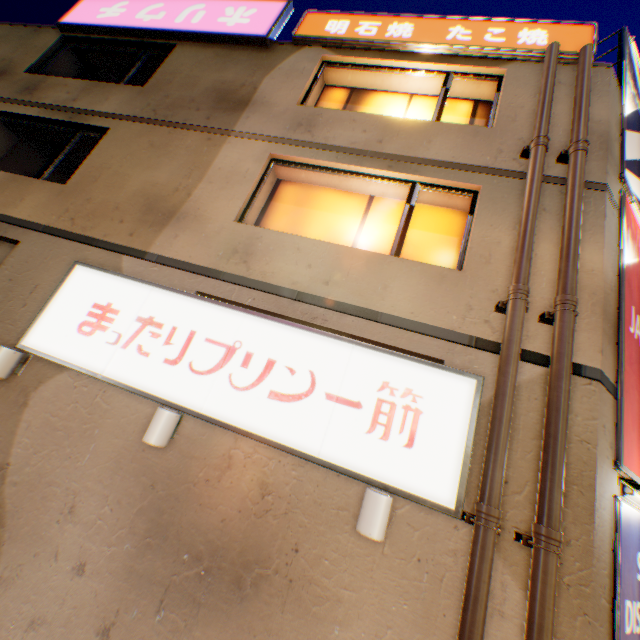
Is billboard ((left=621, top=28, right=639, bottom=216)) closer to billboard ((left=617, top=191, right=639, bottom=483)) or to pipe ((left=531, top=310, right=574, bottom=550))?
billboard ((left=617, top=191, right=639, bottom=483))

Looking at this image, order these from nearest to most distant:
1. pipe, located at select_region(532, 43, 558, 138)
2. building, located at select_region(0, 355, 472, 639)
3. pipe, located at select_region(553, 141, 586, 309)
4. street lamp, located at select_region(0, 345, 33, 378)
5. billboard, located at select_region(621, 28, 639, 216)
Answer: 1. building, located at select_region(0, 355, 472, 639)
2. pipe, located at select_region(553, 141, 586, 309)
3. street lamp, located at select_region(0, 345, 33, 378)
4. pipe, located at select_region(532, 43, 558, 138)
5. billboard, located at select_region(621, 28, 639, 216)

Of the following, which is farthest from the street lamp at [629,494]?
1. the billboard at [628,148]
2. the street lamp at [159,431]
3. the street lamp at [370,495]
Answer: the street lamp at [159,431]

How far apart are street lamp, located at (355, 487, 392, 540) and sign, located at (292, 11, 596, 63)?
7.8 meters

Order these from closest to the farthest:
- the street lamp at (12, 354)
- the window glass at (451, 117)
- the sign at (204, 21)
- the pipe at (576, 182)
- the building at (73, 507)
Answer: the building at (73, 507) < the pipe at (576, 182) < the street lamp at (12, 354) < the window glass at (451, 117) < the sign at (204, 21)

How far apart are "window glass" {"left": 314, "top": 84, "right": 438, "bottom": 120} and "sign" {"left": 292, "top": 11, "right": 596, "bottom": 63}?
0.5m

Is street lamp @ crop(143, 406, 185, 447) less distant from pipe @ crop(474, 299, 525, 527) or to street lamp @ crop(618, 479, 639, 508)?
pipe @ crop(474, 299, 525, 527)

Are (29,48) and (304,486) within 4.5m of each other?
no
